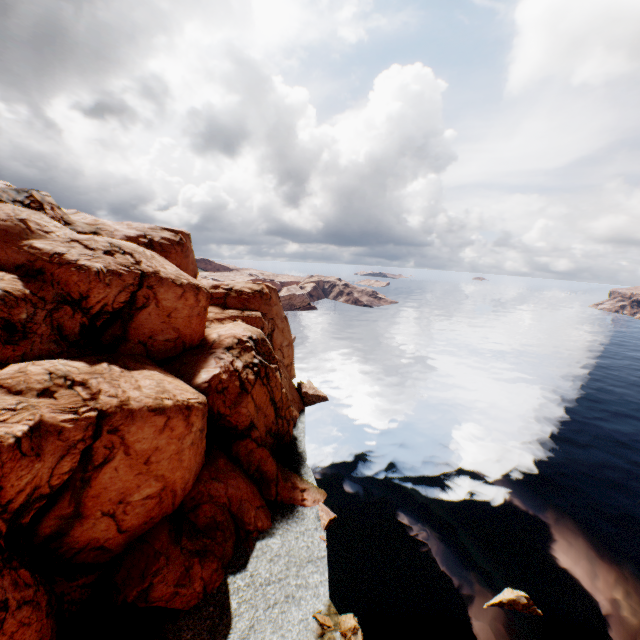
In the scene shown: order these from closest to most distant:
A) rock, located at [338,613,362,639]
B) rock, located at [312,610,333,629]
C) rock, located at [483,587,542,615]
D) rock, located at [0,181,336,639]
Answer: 1. rock, located at [0,181,336,639]
2. rock, located at [338,613,362,639]
3. rock, located at [312,610,333,629]
4. rock, located at [483,587,542,615]

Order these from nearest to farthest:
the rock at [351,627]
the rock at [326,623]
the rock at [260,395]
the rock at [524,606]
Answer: the rock at [260,395]
the rock at [351,627]
the rock at [326,623]
the rock at [524,606]

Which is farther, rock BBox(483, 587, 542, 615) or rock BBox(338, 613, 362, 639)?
rock BBox(483, 587, 542, 615)

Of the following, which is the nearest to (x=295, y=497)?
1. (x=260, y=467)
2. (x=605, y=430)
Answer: (x=260, y=467)

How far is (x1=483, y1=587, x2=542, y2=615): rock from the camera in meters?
25.0

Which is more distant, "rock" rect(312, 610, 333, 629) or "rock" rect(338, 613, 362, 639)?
"rock" rect(312, 610, 333, 629)

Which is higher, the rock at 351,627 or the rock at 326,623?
the rock at 351,627

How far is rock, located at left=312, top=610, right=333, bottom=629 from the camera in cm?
2306
